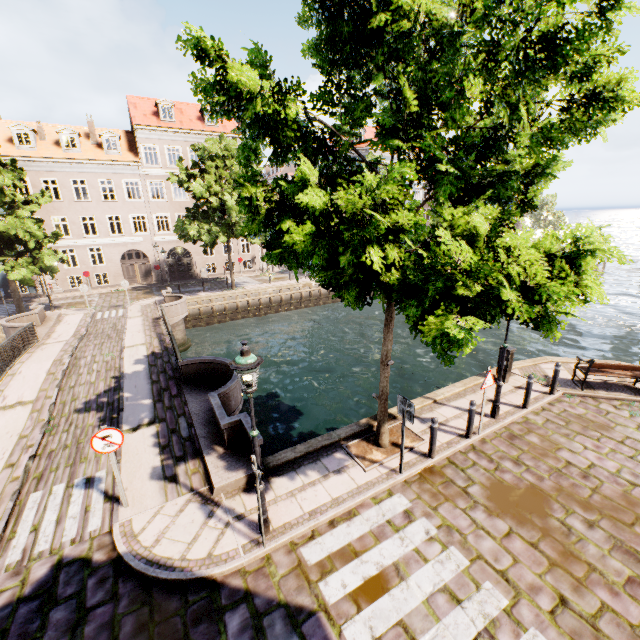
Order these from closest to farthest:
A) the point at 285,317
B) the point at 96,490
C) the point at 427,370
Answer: the point at 96,490 → the point at 427,370 → the point at 285,317

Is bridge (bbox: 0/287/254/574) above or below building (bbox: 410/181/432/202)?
below

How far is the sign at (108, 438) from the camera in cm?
609

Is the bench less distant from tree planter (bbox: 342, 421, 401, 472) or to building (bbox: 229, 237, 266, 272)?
tree planter (bbox: 342, 421, 401, 472)

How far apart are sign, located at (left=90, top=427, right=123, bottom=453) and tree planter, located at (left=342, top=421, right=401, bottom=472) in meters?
4.9

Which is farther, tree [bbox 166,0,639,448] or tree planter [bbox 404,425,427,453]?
tree planter [bbox 404,425,427,453]

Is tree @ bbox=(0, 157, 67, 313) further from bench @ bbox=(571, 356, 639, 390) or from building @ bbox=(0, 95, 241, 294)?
bench @ bbox=(571, 356, 639, 390)

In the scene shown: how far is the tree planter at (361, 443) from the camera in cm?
769
